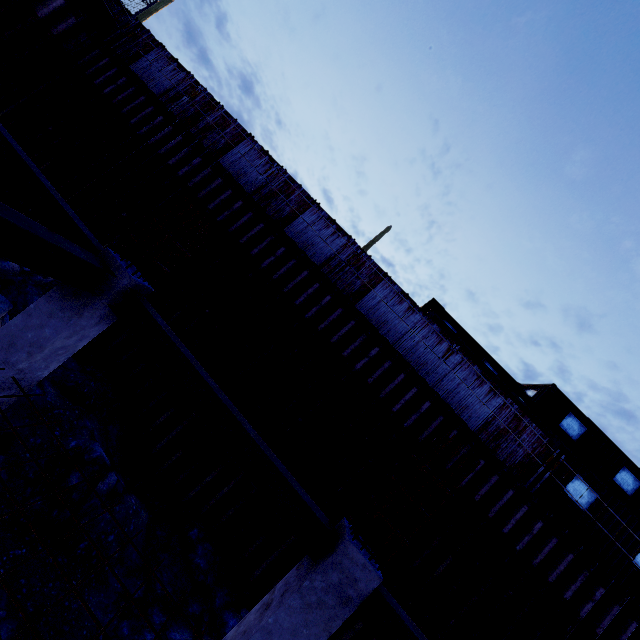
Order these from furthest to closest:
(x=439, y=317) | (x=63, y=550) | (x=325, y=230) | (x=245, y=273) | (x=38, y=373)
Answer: (x=325, y=230) < (x=439, y=317) < (x=245, y=273) < (x=63, y=550) < (x=38, y=373)

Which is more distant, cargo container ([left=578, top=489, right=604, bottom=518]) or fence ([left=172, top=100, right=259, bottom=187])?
fence ([left=172, top=100, right=259, bottom=187])

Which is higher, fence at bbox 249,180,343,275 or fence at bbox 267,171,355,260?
fence at bbox 267,171,355,260

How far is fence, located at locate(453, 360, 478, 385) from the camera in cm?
1125

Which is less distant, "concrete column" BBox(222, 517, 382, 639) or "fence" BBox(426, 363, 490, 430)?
"concrete column" BBox(222, 517, 382, 639)

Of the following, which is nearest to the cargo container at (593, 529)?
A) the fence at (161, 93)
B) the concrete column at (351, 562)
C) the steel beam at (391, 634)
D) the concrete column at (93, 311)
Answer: the fence at (161, 93)

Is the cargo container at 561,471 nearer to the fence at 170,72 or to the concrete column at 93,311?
the fence at 170,72
